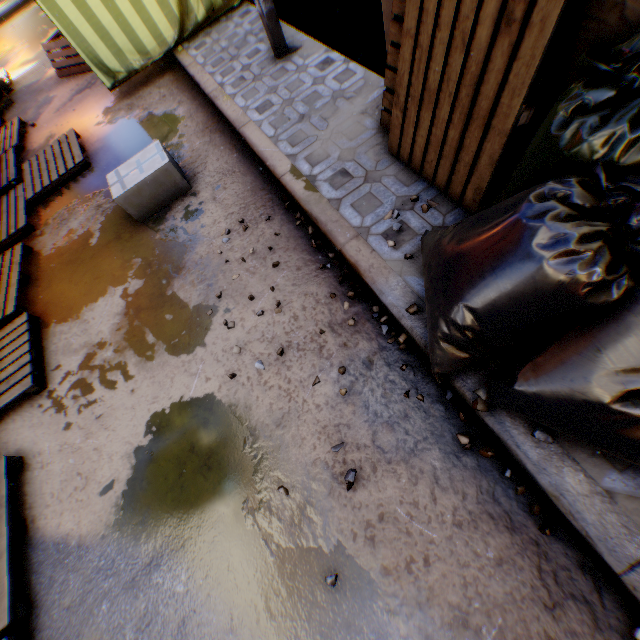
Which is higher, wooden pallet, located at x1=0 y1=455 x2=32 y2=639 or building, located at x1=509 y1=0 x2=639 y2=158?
building, located at x1=509 y1=0 x2=639 y2=158

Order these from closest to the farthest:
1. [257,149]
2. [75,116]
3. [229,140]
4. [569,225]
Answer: [569,225] < [257,149] < [229,140] < [75,116]

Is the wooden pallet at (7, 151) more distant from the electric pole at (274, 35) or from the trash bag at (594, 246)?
the trash bag at (594, 246)

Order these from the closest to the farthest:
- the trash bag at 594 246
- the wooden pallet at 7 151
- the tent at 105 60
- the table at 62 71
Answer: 1. the trash bag at 594 246
2. the wooden pallet at 7 151
3. the tent at 105 60
4. the table at 62 71

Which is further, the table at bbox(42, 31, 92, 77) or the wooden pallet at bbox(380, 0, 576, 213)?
the table at bbox(42, 31, 92, 77)

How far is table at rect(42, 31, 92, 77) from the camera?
6.43m

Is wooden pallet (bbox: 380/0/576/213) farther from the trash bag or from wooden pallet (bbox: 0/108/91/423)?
wooden pallet (bbox: 0/108/91/423)

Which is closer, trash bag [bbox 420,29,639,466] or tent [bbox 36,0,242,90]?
trash bag [bbox 420,29,639,466]
